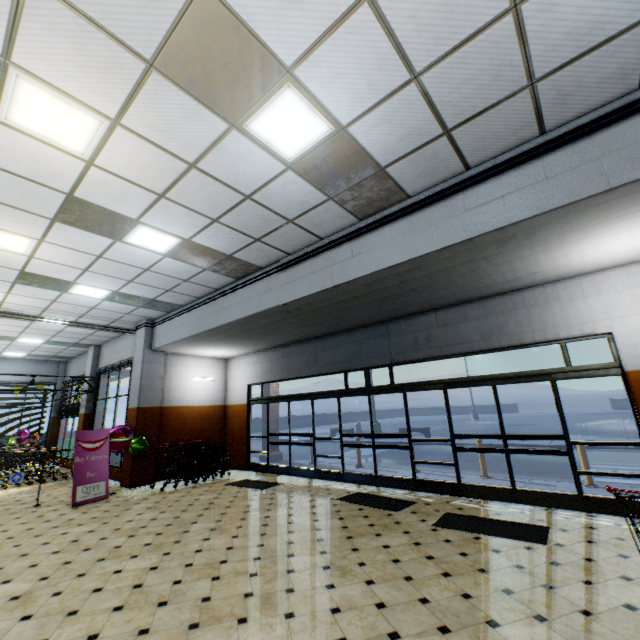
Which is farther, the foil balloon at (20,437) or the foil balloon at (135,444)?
the foil balloon at (20,437)

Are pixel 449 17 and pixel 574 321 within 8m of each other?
yes

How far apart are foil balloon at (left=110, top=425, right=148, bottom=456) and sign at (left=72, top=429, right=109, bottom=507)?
0.1m

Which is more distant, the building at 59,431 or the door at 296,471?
the building at 59,431

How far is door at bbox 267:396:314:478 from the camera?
9.30m

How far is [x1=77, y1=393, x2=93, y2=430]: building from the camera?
12.7m

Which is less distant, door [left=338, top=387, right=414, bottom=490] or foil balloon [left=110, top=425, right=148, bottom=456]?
door [left=338, top=387, right=414, bottom=490]
